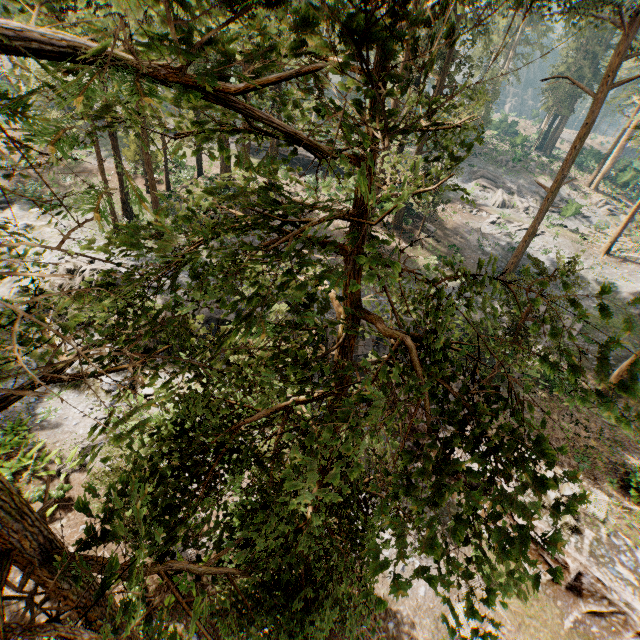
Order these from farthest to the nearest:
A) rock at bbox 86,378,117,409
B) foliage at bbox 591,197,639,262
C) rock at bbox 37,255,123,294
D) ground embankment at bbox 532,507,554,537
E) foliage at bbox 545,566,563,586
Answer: foliage at bbox 591,197,639,262 → rock at bbox 37,255,123,294 → rock at bbox 86,378,117,409 → ground embankment at bbox 532,507,554,537 → foliage at bbox 545,566,563,586

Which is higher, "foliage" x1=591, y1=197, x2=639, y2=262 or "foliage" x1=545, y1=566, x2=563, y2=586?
"foliage" x1=545, y1=566, x2=563, y2=586

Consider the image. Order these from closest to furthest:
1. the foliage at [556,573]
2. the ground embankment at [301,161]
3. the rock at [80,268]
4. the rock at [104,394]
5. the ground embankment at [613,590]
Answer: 1. the foliage at [556,573]
2. the ground embankment at [613,590]
3. the rock at [104,394]
4. the rock at [80,268]
5. the ground embankment at [301,161]

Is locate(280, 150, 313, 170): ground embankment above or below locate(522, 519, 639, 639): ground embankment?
above

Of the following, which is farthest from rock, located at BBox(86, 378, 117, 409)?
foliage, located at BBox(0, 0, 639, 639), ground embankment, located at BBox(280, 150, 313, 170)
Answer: ground embankment, located at BBox(280, 150, 313, 170)

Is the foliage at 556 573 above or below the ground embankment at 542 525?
above

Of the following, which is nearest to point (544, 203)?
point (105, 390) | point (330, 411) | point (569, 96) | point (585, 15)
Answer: point (585, 15)

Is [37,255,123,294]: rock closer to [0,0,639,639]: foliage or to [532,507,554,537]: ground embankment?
[532,507,554,537]: ground embankment
